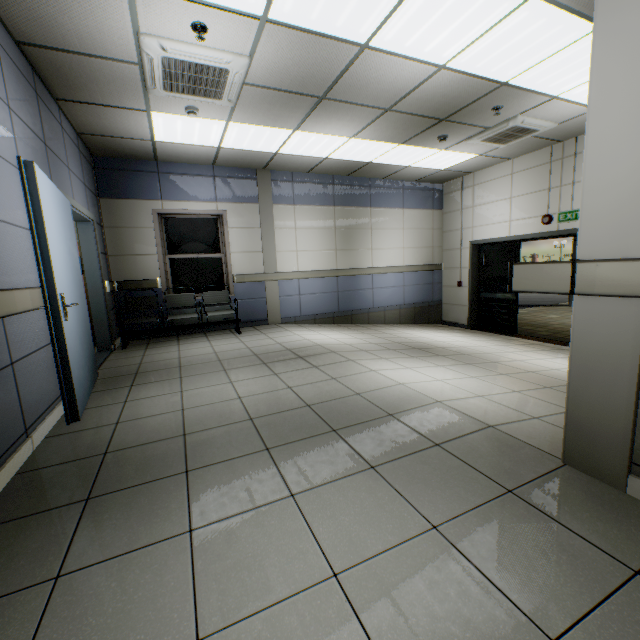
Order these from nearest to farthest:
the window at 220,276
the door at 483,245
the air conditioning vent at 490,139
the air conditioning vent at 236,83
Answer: the air conditioning vent at 236,83 < the air conditioning vent at 490,139 < the window at 220,276 < the door at 483,245

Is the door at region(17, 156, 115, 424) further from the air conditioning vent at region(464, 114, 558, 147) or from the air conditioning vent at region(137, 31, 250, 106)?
the air conditioning vent at region(464, 114, 558, 147)

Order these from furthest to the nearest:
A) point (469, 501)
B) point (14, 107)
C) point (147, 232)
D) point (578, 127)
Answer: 1. point (147, 232)
2. point (578, 127)
3. point (14, 107)
4. point (469, 501)

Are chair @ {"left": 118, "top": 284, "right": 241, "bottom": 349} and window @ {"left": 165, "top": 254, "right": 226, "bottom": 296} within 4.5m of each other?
yes

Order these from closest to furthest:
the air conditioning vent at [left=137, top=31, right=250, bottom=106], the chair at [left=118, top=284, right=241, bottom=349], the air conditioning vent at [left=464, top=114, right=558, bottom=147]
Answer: the air conditioning vent at [left=137, top=31, right=250, bottom=106], the air conditioning vent at [left=464, top=114, right=558, bottom=147], the chair at [left=118, top=284, right=241, bottom=349]

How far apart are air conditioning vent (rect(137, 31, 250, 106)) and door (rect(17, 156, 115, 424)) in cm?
146

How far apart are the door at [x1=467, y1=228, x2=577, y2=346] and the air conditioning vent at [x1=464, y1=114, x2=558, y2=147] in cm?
185

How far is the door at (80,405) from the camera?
2.4m
